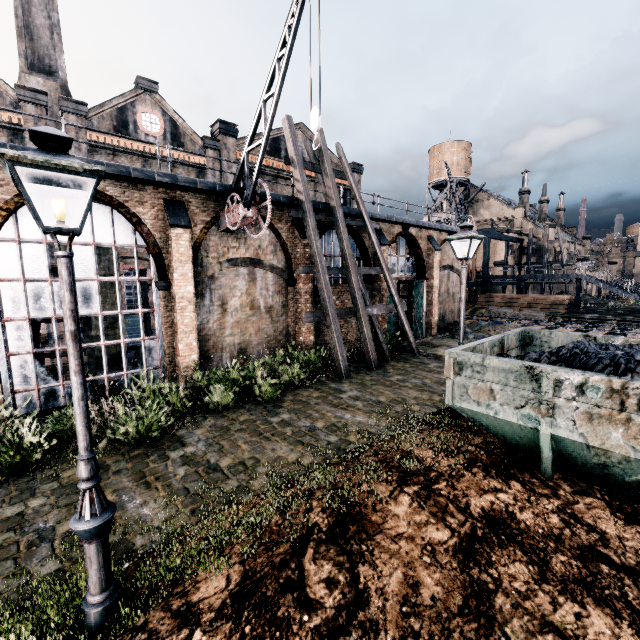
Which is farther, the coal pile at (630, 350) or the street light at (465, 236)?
the street light at (465, 236)

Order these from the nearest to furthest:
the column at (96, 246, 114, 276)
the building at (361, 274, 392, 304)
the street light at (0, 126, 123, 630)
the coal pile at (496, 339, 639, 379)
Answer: the street light at (0, 126, 123, 630) → the coal pile at (496, 339, 639, 379) → the column at (96, 246, 114, 276) → the building at (361, 274, 392, 304)

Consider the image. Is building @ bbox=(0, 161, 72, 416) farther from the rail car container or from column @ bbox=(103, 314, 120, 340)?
the rail car container

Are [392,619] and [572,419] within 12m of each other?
yes

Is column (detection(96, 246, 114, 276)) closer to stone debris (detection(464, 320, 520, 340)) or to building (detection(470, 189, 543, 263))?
stone debris (detection(464, 320, 520, 340))

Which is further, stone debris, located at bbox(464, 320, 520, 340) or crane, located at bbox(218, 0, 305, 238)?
stone debris, located at bbox(464, 320, 520, 340)

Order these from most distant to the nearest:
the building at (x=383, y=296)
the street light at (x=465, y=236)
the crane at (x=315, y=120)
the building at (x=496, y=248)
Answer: the building at (x=496, y=248)
the building at (x=383, y=296)
the street light at (x=465, y=236)
the crane at (x=315, y=120)

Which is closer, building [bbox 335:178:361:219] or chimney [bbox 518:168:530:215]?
building [bbox 335:178:361:219]
